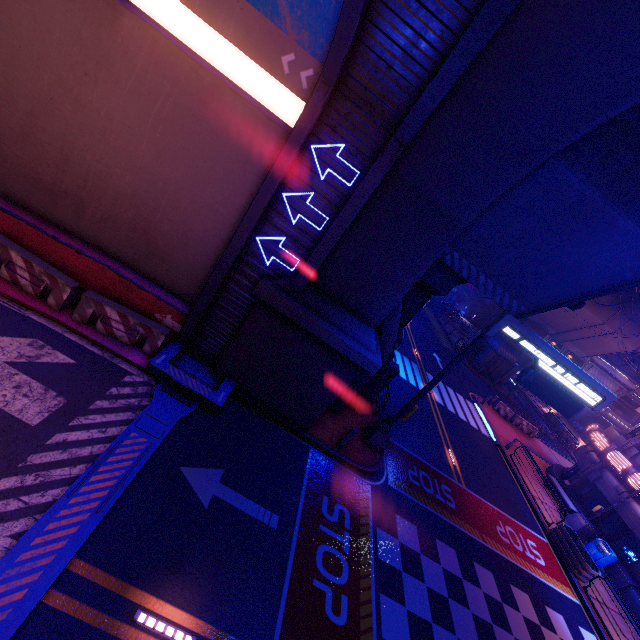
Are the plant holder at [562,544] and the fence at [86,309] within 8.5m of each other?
no

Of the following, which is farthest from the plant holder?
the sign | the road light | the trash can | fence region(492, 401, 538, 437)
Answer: the road light

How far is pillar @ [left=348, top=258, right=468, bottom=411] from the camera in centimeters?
1241cm

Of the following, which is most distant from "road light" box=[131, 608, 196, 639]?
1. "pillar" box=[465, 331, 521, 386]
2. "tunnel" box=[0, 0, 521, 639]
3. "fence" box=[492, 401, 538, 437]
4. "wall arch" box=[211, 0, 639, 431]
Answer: "pillar" box=[465, 331, 521, 386]

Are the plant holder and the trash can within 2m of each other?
yes

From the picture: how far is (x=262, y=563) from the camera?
7.5 meters

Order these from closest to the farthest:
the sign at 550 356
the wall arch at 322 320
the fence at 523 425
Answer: the wall arch at 322 320 → the sign at 550 356 → the fence at 523 425

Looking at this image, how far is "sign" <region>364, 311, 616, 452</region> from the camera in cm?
1088
